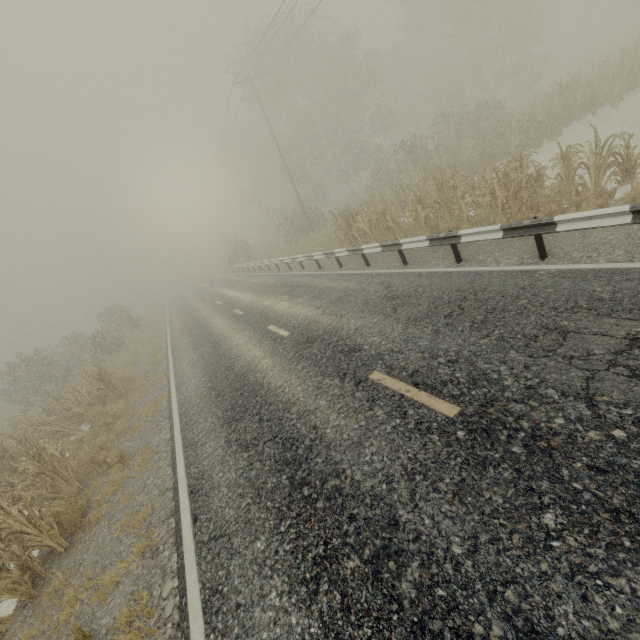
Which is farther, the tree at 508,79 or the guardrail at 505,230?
the tree at 508,79

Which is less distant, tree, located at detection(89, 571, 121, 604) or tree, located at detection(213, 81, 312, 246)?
tree, located at detection(89, 571, 121, 604)

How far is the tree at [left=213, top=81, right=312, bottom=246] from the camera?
28.33m

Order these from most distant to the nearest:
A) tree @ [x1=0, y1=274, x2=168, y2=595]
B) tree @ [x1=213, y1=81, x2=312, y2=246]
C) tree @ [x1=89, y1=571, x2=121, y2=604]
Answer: tree @ [x1=213, y1=81, x2=312, y2=246] → tree @ [x1=0, y1=274, x2=168, y2=595] → tree @ [x1=89, y1=571, x2=121, y2=604]

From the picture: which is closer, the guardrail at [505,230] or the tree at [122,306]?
the guardrail at [505,230]

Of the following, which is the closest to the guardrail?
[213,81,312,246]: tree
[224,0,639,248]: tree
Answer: [224,0,639,248]: tree

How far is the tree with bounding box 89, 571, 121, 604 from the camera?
4.5m

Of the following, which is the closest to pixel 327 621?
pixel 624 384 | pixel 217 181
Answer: pixel 624 384
